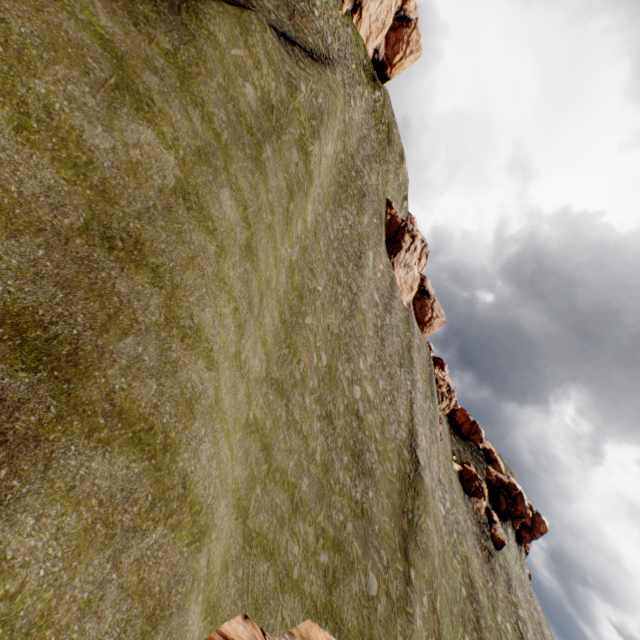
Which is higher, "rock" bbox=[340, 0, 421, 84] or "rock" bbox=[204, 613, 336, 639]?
"rock" bbox=[340, 0, 421, 84]

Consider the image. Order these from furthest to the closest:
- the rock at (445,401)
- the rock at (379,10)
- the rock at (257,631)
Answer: the rock at (445,401) < the rock at (379,10) < the rock at (257,631)

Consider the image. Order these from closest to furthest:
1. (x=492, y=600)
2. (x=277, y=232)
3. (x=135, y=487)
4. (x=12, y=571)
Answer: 1. (x=12, y=571)
2. (x=135, y=487)
3. (x=277, y=232)
4. (x=492, y=600)

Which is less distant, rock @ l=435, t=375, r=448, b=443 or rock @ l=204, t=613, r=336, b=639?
rock @ l=204, t=613, r=336, b=639

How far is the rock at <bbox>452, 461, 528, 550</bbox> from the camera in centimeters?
5187cm

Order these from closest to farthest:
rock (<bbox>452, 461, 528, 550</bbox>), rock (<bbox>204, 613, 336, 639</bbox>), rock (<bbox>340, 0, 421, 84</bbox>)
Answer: rock (<bbox>204, 613, 336, 639</bbox>) < rock (<bbox>340, 0, 421, 84</bbox>) < rock (<bbox>452, 461, 528, 550</bbox>)

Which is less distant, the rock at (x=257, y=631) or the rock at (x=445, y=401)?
the rock at (x=257, y=631)
